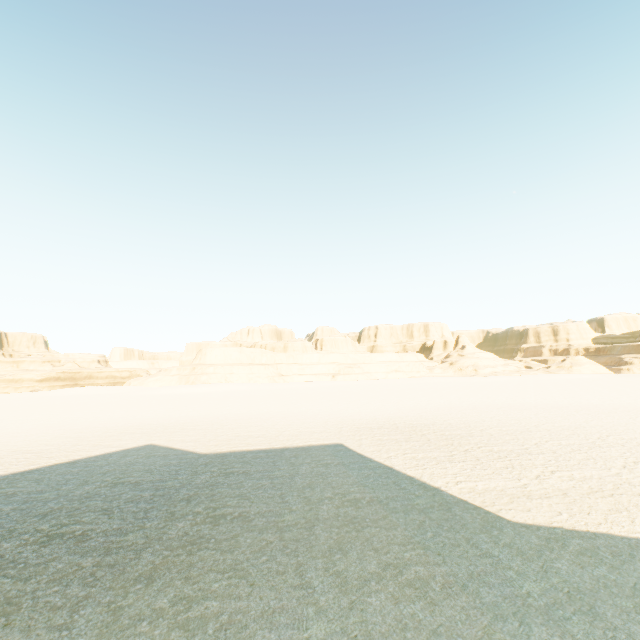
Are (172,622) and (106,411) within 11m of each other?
no
